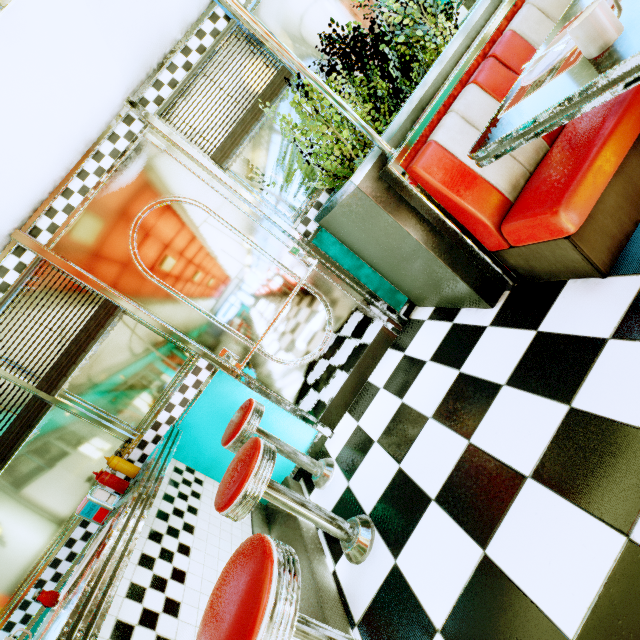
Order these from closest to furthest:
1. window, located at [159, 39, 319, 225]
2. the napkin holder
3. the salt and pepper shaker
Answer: the salt and pepper shaker, the napkin holder, window, located at [159, 39, 319, 225]

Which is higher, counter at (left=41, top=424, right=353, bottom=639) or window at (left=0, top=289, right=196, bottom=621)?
window at (left=0, top=289, right=196, bottom=621)

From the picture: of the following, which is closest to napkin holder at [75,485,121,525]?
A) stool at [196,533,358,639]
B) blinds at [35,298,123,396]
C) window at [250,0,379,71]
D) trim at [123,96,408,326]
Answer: blinds at [35,298,123,396]

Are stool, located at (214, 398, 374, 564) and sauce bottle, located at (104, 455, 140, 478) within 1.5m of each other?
yes

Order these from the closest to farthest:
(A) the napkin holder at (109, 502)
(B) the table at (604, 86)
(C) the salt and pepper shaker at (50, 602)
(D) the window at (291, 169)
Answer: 1. (B) the table at (604, 86)
2. (C) the salt and pepper shaker at (50, 602)
3. (A) the napkin holder at (109, 502)
4. (D) the window at (291, 169)

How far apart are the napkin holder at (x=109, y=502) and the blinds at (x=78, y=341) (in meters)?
0.67

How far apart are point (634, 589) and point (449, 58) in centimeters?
246cm

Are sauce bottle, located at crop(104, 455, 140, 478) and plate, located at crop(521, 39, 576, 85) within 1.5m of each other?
no
